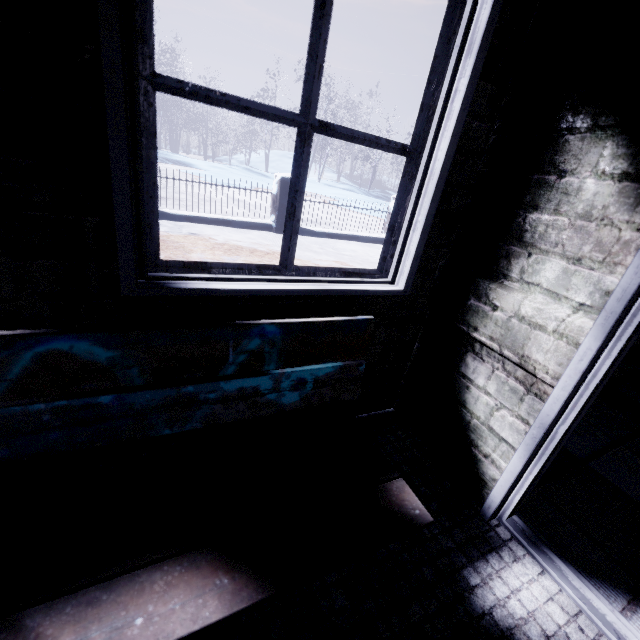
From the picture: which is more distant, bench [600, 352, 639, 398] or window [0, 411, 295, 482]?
bench [600, 352, 639, 398]

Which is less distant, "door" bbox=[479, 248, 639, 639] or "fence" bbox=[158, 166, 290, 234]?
"door" bbox=[479, 248, 639, 639]

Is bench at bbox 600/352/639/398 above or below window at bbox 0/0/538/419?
below

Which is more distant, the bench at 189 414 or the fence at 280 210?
the fence at 280 210

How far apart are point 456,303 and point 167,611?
1.11m

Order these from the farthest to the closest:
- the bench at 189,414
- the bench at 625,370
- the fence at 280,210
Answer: the fence at 280,210 → the bench at 625,370 → the bench at 189,414

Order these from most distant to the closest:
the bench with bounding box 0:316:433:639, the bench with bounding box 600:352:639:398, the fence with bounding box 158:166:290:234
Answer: the fence with bounding box 158:166:290:234, the bench with bounding box 600:352:639:398, the bench with bounding box 0:316:433:639

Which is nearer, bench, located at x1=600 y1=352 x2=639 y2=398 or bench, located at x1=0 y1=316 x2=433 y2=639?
bench, located at x1=0 y1=316 x2=433 y2=639
